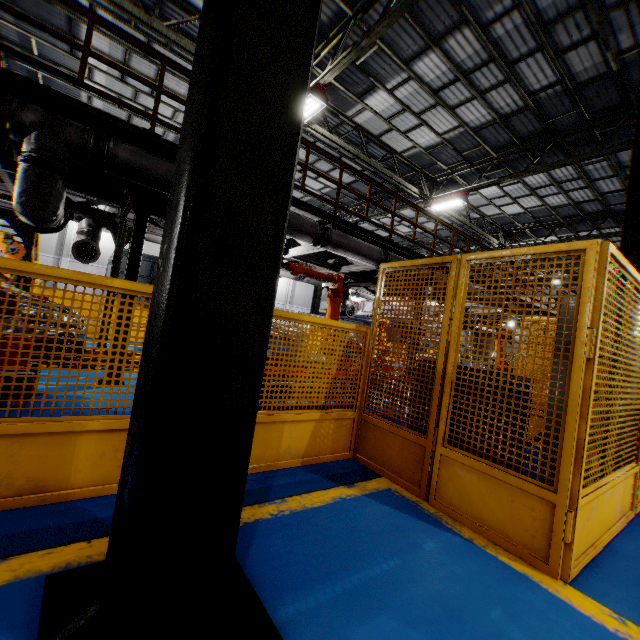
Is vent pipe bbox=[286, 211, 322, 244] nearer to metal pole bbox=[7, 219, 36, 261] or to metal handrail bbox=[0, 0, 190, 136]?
metal handrail bbox=[0, 0, 190, 136]

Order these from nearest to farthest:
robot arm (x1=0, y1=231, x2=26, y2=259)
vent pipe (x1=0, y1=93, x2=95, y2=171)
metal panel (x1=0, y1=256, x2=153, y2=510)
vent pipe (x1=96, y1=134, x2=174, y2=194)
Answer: metal panel (x1=0, y1=256, x2=153, y2=510) < vent pipe (x1=0, y1=93, x2=95, y2=171) < vent pipe (x1=96, y1=134, x2=174, y2=194) < robot arm (x1=0, y1=231, x2=26, y2=259)

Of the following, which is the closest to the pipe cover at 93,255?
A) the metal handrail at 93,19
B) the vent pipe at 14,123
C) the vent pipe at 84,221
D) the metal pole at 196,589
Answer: the vent pipe at 84,221

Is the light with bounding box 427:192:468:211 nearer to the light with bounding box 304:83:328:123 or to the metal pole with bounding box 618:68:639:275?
the metal pole with bounding box 618:68:639:275

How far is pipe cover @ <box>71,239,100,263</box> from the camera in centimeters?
780cm

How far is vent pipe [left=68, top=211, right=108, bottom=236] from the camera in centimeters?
809cm

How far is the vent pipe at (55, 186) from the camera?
4.06m

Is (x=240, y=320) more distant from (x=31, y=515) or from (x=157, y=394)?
(x=31, y=515)
